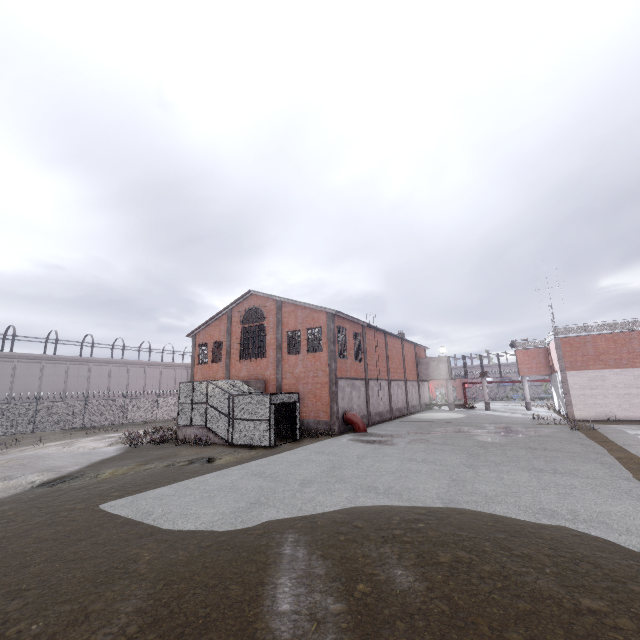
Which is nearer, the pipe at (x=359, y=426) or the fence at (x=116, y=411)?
the pipe at (x=359, y=426)

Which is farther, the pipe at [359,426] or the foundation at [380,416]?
the foundation at [380,416]

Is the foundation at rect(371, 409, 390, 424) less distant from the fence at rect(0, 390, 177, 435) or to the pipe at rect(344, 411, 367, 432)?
the pipe at rect(344, 411, 367, 432)

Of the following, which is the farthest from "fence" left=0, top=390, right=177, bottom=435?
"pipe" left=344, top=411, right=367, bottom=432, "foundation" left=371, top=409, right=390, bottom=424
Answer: "pipe" left=344, top=411, right=367, bottom=432

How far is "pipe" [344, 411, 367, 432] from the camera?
23.3 meters

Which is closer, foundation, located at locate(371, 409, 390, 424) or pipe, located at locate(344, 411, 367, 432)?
pipe, located at locate(344, 411, 367, 432)

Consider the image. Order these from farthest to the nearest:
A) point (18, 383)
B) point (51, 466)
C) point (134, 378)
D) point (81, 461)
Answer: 1. point (134, 378)
2. point (18, 383)
3. point (81, 461)
4. point (51, 466)

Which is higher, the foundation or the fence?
the fence
